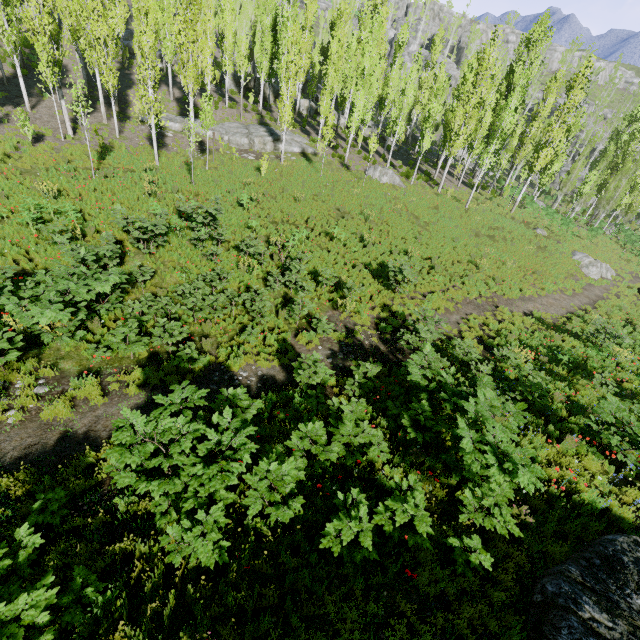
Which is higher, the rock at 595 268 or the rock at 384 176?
the rock at 384 176

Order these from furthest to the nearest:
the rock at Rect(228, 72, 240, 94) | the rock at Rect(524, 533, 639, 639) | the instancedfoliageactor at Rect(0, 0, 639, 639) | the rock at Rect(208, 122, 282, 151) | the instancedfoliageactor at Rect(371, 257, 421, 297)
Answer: the rock at Rect(228, 72, 240, 94) → the rock at Rect(208, 122, 282, 151) → the instancedfoliageactor at Rect(371, 257, 421, 297) → the instancedfoliageactor at Rect(0, 0, 639, 639) → the rock at Rect(524, 533, 639, 639)

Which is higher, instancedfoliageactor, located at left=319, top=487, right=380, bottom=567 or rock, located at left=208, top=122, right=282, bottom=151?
rock, located at left=208, top=122, right=282, bottom=151

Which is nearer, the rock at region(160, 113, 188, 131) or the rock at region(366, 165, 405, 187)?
the rock at region(160, 113, 188, 131)

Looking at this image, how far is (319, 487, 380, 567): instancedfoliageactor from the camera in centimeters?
462cm

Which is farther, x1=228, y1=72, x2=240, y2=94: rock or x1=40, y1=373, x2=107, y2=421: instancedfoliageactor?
x1=228, y1=72, x2=240, y2=94: rock

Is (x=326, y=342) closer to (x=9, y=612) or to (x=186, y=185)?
(x=9, y=612)

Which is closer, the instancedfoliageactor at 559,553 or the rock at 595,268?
the instancedfoliageactor at 559,553
